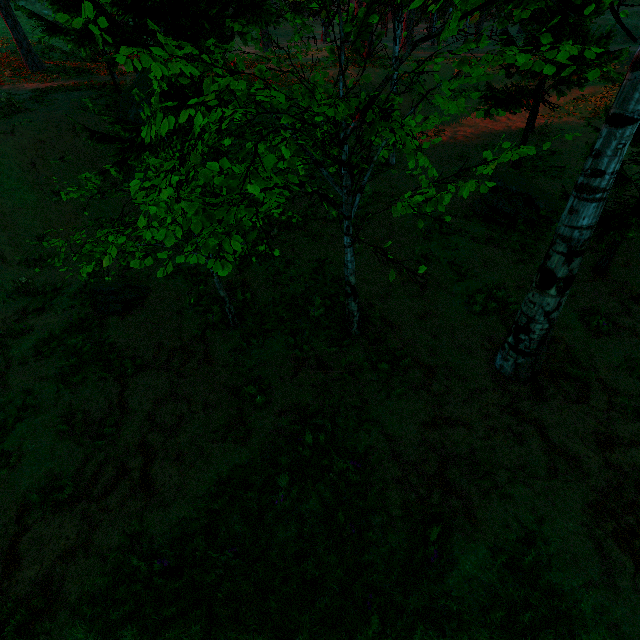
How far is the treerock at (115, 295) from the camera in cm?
920

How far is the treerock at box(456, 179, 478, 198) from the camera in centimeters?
415cm

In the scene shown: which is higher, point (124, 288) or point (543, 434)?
point (124, 288)

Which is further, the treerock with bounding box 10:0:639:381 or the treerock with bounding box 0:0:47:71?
the treerock with bounding box 0:0:47:71

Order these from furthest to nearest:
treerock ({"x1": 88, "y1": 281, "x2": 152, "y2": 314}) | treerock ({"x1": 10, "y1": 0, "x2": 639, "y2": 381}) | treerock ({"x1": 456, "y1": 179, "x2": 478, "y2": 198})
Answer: treerock ({"x1": 88, "y1": 281, "x2": 152, "y2": 314}) → treerock ({"x1": 456, "y1": 179, "x2": 478, "y2": 198}) → treerock ({"x1": 10, "y1": 0, "x2": 639, "y2": 381})
